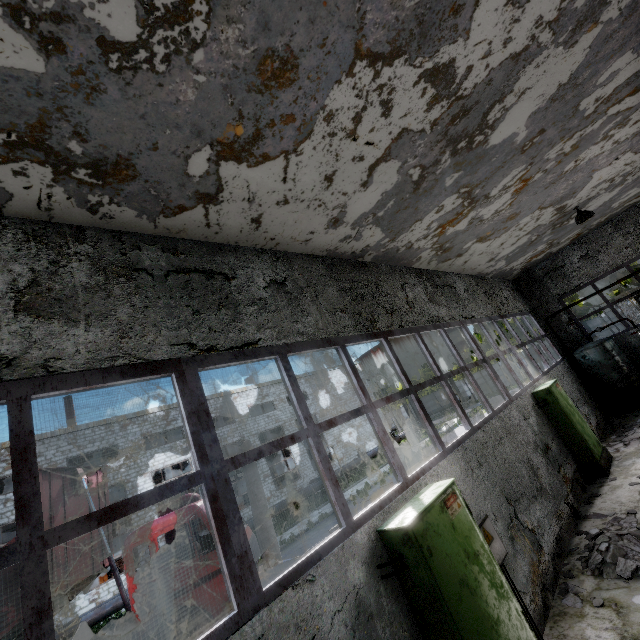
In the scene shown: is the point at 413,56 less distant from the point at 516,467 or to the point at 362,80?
the point at 362,80

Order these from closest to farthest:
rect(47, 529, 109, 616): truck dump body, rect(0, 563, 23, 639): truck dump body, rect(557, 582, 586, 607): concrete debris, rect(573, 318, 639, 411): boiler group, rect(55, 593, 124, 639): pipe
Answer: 1. rect(557, 582, 586, 607): concrete debris
2. rect(0, 563, 23, 639): truck dump body
3. rect(47, 529, 109, 616): truck dump body
4. rect(573, 318, 639, 411): boiler group
5. rect(55, 593, 124, 639): pipe

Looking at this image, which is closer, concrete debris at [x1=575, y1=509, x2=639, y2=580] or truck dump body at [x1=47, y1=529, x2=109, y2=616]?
concrete debris at [x1=575, y1=509, x2=639, y2=580]

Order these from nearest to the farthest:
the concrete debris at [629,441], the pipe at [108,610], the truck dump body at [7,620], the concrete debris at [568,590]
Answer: the concrete debris at [568,590] < the truck dump body at [7,620] < the concrete debris at [629,441] < the pipe at [108,610]

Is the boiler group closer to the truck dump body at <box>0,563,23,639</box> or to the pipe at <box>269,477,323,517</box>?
the truck dump body at <box>0,563,23,639</box>

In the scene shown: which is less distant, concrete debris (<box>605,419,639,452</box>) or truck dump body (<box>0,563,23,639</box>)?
truck dump body (<box>0,563,23,639</box>)

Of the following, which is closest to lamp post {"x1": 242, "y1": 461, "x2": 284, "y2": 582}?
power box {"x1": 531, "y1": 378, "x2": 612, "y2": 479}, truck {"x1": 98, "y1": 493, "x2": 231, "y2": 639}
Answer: truck {"x1": 98, "y1": 493, "x2": 231, "y2": 639}

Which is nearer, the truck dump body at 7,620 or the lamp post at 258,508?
the truck dump body at 7,620
